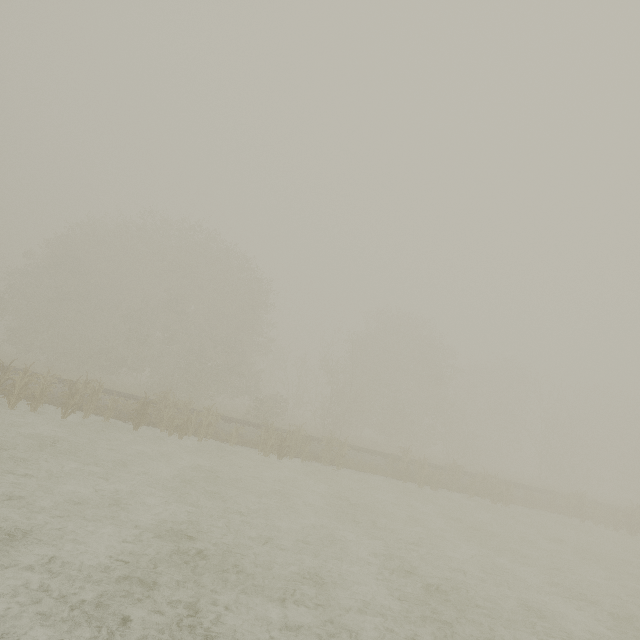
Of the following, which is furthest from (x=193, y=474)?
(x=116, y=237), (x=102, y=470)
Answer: (x=116, y=237)
